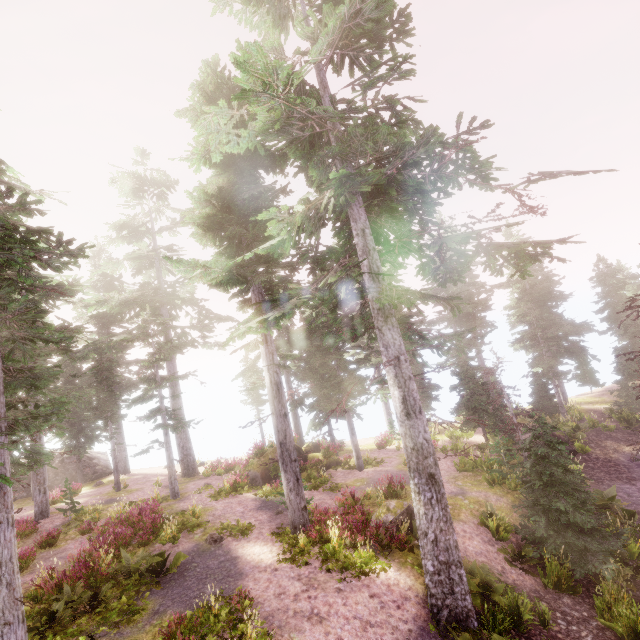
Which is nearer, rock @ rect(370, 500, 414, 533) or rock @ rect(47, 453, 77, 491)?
rock @ rect(370, 500, 414, 533)

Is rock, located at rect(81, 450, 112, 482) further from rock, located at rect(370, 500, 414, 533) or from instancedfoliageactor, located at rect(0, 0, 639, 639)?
rock, located at rect(370, 500, 414, 533)

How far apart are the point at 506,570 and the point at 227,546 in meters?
10.5

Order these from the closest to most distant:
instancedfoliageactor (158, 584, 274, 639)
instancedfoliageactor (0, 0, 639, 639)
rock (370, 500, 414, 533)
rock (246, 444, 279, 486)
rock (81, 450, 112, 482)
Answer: instancedfoliageactor (158, 584, 274, 639) → instancedfoliageactor (0, 0, 639, 639) → rock (370, 500, 414, 533) → rock (246, 444, 279, 486) → rock (81, 450, 112, 482)

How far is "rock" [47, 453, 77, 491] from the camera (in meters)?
28.36

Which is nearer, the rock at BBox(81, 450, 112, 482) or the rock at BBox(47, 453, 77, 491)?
the rock at BBox(47, 453, 77, 491)

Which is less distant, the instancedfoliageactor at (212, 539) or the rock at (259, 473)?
the instancedfoliageactor at (212, 539)

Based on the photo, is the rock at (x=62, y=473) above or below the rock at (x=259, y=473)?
above
